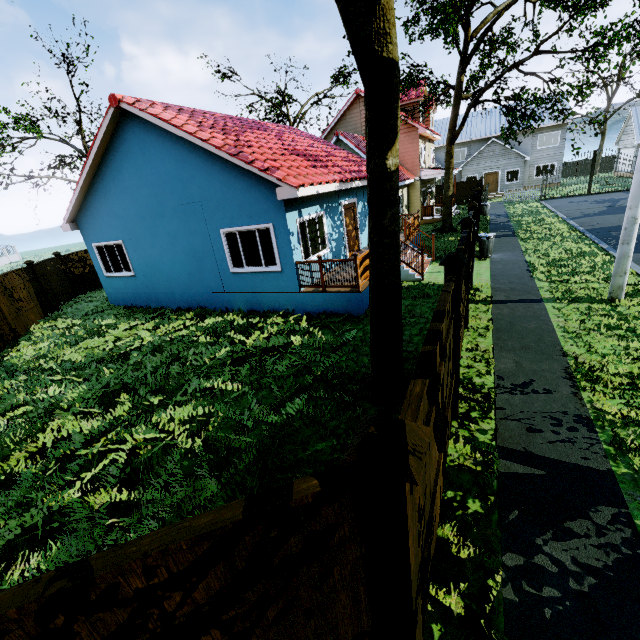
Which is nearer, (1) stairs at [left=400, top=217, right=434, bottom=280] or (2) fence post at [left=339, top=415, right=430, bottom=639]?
(2) fence post at [left=339, top=415, right=430, bottom=639]

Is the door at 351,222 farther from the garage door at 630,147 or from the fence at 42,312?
the garage door at 630,147

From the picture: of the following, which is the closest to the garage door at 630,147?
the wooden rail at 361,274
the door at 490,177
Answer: the door at 490,177

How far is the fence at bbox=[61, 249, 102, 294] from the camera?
17.31m

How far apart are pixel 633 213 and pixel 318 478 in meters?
9.9

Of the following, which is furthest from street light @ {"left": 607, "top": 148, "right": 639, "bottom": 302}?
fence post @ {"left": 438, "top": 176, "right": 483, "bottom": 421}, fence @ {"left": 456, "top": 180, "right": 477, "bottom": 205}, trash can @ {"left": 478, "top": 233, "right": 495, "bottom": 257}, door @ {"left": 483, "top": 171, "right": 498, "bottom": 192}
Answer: door @ {"left": 483, "top": 171, "right": 498, "bottom": 192}

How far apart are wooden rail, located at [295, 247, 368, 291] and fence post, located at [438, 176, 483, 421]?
2.56m
